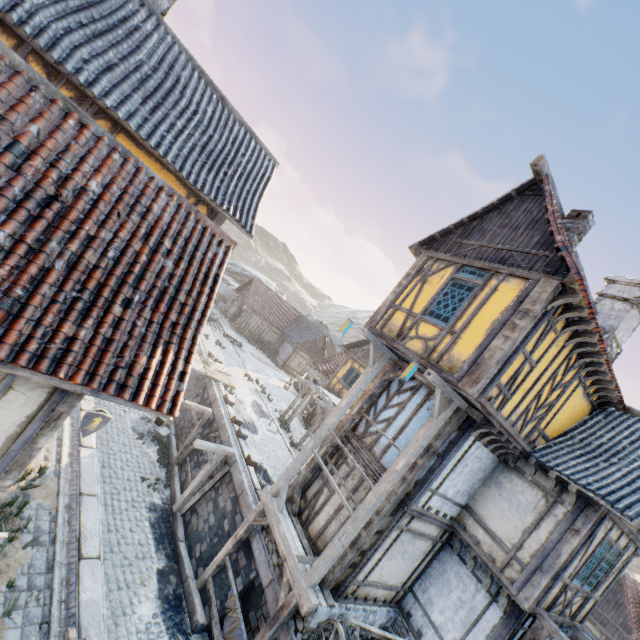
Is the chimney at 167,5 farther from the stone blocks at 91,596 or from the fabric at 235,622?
the fabric at 235,622

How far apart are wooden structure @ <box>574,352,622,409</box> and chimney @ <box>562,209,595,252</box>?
3.56m

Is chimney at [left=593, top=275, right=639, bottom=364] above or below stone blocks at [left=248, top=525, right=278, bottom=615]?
above

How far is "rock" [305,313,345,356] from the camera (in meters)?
53.64

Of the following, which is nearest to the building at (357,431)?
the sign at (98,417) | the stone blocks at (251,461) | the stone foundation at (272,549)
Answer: the stone foundation at (272,549)

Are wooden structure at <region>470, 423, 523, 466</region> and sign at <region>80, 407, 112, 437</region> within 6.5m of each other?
no

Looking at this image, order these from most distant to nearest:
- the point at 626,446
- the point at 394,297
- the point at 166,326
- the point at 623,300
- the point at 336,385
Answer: the point at 336,385 < the point at 623,300 < the point at 394,297 < the point at 626,446 < the point at 166,326

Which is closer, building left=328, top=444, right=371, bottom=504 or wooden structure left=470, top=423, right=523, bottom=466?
wooden structure left=470, top=423, right=523, bottom=466
